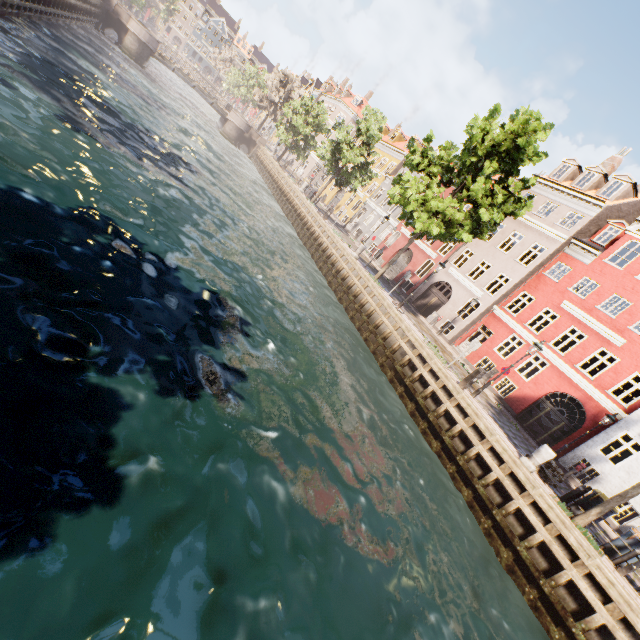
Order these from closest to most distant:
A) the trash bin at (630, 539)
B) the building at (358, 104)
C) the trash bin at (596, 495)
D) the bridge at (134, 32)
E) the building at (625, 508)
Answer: the trash bin at (630, 539)
the trash bin at (596, 495)
the building at (625, 508)
the bridge at (134, 32)
the building at (358, 104)

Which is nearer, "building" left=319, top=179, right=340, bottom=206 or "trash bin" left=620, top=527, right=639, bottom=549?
"trash bin" left=620, top=527, right=639, bottom=549

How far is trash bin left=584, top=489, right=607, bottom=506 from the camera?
11.2 meters

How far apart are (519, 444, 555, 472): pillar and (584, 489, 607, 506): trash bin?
1.8m

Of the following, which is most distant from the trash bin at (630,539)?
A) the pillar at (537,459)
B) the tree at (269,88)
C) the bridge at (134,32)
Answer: the bridge at (134,32)

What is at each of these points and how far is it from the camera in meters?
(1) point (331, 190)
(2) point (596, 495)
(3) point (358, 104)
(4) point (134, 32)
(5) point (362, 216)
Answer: (1) building, 50.0
(2) trash bin, 11.2
(3) building, 55.2
(4) bridge, 33.7
(5) building, 39.0

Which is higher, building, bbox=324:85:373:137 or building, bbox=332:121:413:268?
building, bbox=324:85:373:137

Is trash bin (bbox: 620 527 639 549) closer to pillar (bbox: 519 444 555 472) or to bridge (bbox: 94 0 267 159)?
pillar (bbox: 519 444 555 472)
